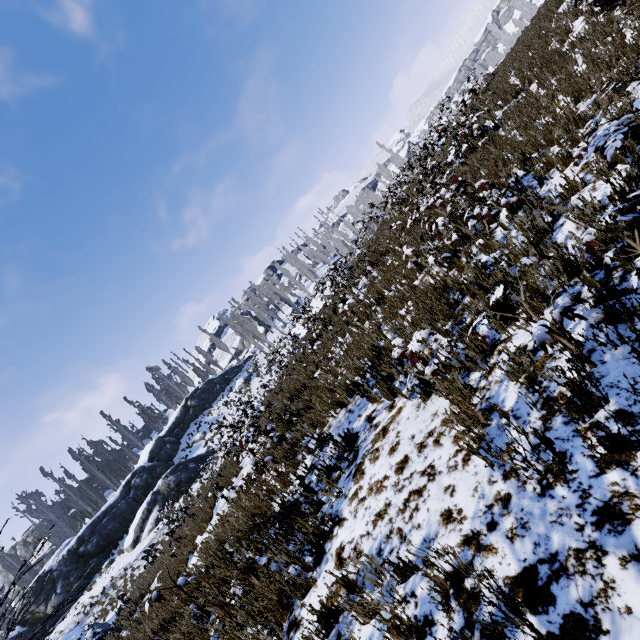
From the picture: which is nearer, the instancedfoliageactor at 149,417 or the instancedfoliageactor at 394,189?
the instancedfoliageactor at 394,189

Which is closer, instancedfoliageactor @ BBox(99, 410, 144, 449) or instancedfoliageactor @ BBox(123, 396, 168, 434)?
instancedfoliageactor @ BBox(99, 410, 144, 449)

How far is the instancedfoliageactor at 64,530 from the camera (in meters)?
34.81

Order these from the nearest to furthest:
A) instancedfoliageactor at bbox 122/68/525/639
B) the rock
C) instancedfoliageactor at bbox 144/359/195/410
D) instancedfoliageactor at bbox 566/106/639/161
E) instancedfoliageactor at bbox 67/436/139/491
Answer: instancedfoliageactor at bbox 566/106/639/161, instancedfoliageactor at bbox 122/68/525/639, the rock, instancedfoliageactor at bbox 67/436/139/491, instancedfoliageactor at bbox 144/359/195/410

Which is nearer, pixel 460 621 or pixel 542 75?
pixel 460 621

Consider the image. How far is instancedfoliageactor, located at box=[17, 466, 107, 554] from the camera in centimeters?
3481cm

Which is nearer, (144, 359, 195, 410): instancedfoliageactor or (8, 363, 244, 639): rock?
(8, 363, 244, 639): rock

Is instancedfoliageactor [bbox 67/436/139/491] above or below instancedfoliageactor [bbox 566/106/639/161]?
above
